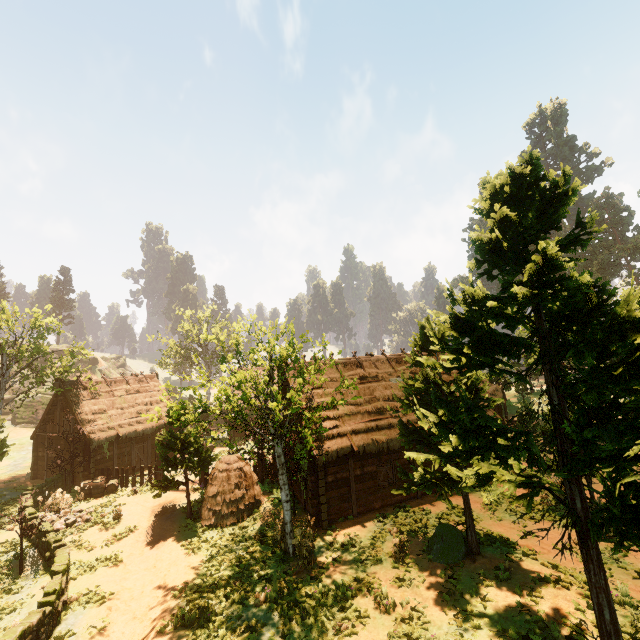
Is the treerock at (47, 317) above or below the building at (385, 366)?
above

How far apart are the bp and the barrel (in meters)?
18.09

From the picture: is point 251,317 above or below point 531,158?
below

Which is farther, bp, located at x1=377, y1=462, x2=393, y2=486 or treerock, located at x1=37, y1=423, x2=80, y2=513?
treerock, located at x1=37, y1=423, x2=80, y2=513

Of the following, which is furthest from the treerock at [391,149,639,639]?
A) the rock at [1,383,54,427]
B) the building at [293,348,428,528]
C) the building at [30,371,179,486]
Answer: the rock at [1,383,54,427]

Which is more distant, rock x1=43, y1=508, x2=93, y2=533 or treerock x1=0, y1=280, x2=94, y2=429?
treerock x1=0, y1=280, x2=94, y2=429

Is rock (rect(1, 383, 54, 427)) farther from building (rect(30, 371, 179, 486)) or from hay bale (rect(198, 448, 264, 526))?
hay bale (rect(198, 448, 264, 526))

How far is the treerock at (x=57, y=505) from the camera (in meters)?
19.14
